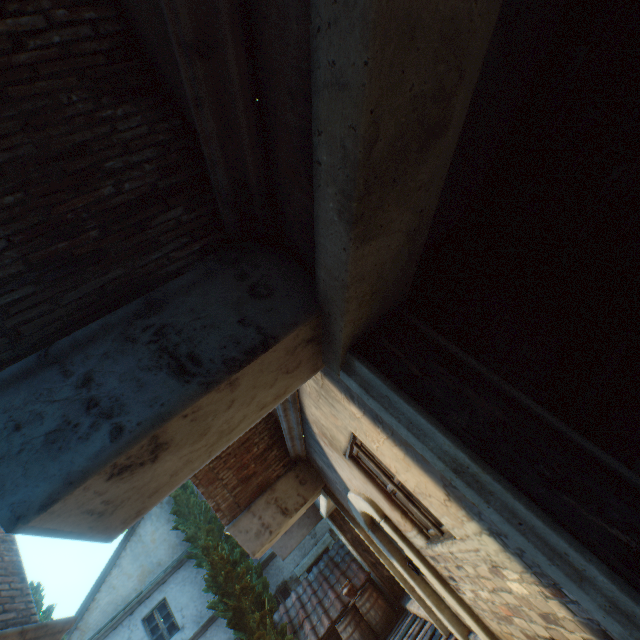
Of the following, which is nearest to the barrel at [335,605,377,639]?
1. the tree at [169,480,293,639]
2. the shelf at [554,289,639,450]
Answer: the tree at [169,480,293,639]

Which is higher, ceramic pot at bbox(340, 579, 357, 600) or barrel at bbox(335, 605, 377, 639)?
ceramic pot at bbox(340, 579, 357, 600)

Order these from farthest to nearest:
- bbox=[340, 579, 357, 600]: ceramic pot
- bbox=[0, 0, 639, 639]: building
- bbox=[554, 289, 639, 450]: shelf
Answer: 1. bbox=[340, 579, 357, 600]: ceramic pot
2. bbox=[554, 289, 639, 450]: shelf
3. bbox=[0, 0, 639, 639]: building

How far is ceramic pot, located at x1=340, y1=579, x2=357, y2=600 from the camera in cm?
888

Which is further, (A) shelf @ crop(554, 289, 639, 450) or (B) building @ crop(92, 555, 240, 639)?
(B) building @ crop(92, 555, 240, 639)

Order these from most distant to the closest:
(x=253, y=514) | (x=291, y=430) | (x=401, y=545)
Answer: (x=253, y=514), (x=291, y=430), (x=401, y=545)

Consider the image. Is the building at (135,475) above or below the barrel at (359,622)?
above

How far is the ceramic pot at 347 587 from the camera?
8.9m
